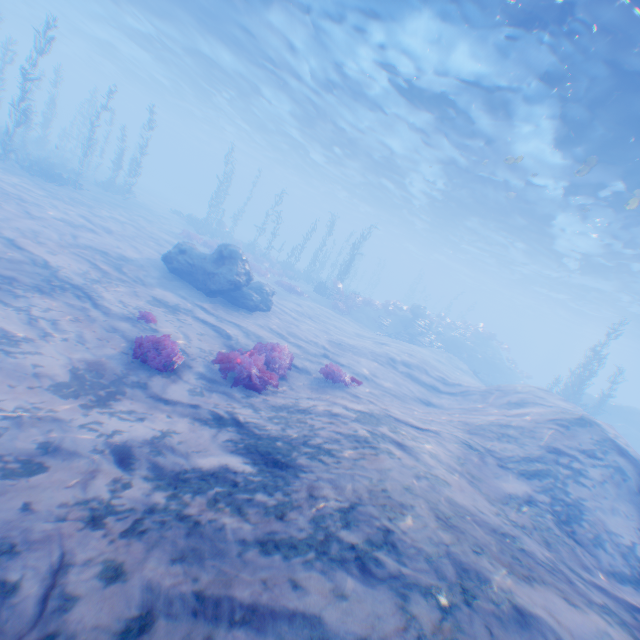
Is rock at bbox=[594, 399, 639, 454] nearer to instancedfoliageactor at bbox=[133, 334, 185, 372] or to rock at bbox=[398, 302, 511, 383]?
rock at bbox=[398, 302, 511, 383]

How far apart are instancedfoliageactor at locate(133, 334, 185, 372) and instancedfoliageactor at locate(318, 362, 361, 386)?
4.1m

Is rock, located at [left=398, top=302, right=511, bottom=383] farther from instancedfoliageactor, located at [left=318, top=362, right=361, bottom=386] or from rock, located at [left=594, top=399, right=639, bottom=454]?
instancedfoliageactor, located at [left=318, top=362, right=361, bottom=386]

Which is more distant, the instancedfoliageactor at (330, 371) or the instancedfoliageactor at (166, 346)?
the instancedfoliageactor at (330, 371)

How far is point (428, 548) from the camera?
3.3m

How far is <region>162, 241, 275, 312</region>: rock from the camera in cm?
1366

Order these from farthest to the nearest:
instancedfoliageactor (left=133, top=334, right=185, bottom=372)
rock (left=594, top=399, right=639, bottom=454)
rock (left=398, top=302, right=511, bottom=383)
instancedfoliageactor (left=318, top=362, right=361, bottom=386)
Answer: rock (left=398, top=302, right=511, bottom=383) < rock (left=594, top=399, right=639, bottom=454) < instancedfoliageactor (left=318, top=362, right=361, bottom=386) < instancedfoliageactor (left=133, top=334, right=185, bottom=372)

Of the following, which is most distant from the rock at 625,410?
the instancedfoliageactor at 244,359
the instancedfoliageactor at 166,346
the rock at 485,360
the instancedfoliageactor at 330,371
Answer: the instancedfoliageactor at 166,346
